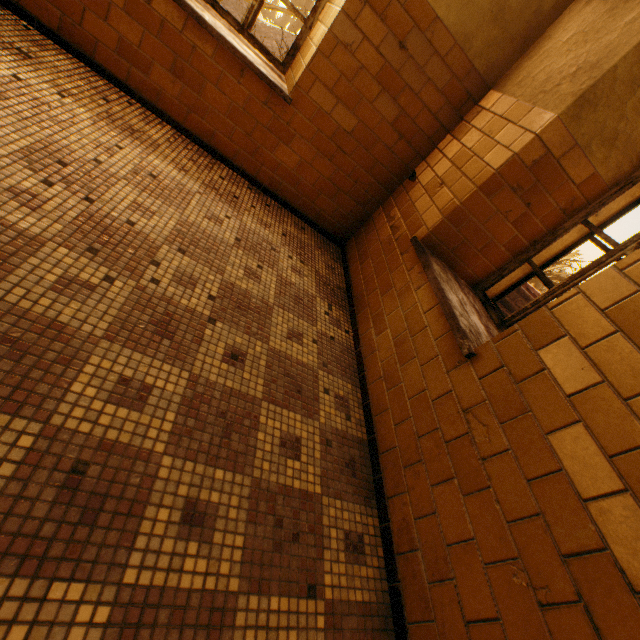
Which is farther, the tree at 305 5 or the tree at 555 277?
the tree at 305 5

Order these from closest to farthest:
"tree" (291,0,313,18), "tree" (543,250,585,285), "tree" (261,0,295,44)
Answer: "tree" (261,0,295,44)
"tree" (543,250,585,285)
"tree" (291,0,313,18)

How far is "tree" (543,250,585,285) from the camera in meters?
20.0 m

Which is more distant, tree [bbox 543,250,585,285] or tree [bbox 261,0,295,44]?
tree [bbox 543,250,585,285]

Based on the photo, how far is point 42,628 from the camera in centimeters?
84cm

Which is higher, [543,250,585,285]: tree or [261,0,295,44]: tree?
[543,250,585,285]: tree
